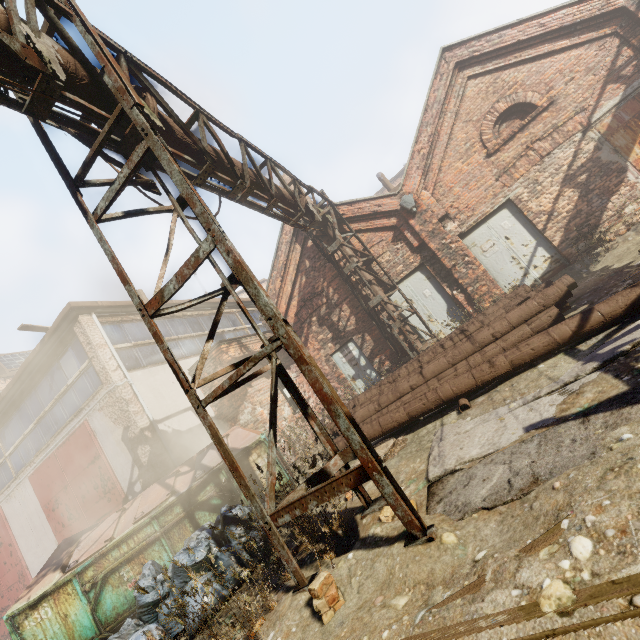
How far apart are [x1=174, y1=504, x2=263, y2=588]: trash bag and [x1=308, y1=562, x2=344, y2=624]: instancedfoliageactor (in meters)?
1.41

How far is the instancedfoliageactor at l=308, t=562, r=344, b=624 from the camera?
2.47m

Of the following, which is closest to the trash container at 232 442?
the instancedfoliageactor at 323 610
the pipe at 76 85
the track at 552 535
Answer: the track at 552 535

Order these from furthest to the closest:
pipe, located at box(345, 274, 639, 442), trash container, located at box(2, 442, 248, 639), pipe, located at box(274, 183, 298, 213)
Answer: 1. pipe, located at box(274, 183, 298, 213)
2. trash container, located at box(2, 442, 248, 639)
3. pipe, located at box(345, 274, 639, 442)

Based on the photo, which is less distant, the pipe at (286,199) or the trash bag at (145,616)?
the trash bag at (145,616)

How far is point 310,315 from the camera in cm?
1211

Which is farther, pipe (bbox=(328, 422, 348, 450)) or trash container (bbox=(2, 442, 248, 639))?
pipe (bbox=(328, 422, 348, 450))

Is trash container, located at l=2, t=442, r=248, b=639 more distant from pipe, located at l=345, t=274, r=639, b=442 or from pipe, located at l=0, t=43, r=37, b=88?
pipe, located at l=0, t=43, r=37, b=88
